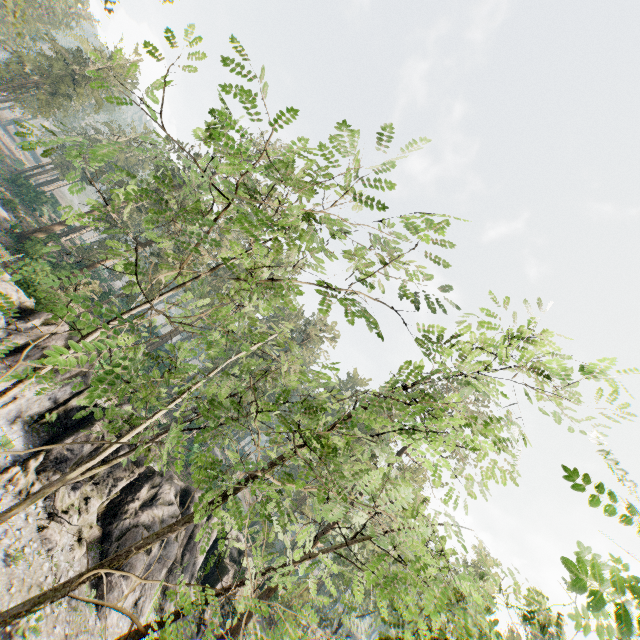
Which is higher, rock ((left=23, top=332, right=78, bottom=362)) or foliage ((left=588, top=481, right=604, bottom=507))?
foliage ((left=588, top=481, right=604, bottom=507))

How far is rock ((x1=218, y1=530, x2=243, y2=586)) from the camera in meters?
27.9 m

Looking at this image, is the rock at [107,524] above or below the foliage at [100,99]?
below

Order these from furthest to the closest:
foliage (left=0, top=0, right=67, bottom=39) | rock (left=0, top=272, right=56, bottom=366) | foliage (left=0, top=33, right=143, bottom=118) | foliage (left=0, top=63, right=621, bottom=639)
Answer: foliage (left=0, top=33, right=143, bottom=118) < rock (left=0, top=272, right=56, bottom=366) < foliage (left=0, top=0, right=67, bottom=39) < foliage (left=0, top=63, right=621, bottom=639)

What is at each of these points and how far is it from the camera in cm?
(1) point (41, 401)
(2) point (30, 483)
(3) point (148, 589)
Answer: (1) rock, 1983
(2) rock, 1730
(3) rock, 2066
